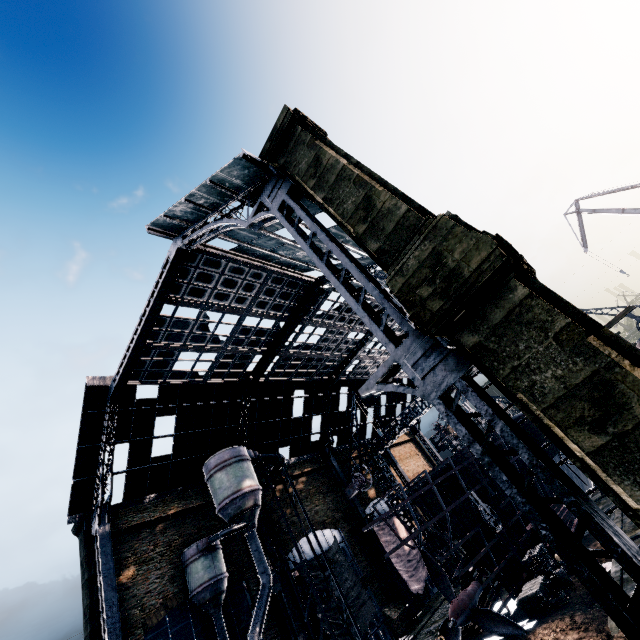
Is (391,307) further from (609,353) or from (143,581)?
(143,581)

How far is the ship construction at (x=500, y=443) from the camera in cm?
2889

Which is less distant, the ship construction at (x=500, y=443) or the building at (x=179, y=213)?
the building at (x=179, y=213)

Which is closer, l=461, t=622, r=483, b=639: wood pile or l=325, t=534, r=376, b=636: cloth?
l=461, t=622, r=483, b=639: wood pile

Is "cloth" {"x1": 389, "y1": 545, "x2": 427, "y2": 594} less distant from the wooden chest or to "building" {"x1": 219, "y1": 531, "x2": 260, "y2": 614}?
"building" {"x1": 219, "y1": 531, "x2": 260, "y2": 614}

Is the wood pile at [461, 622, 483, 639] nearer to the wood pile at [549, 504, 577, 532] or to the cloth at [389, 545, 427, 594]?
the wood pile at [549, 504, 577, 532]

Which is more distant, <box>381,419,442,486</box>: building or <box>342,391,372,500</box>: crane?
<box>381,419,442,486</box>: building

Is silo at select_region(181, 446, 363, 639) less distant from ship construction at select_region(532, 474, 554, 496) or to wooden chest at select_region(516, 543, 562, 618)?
ship construction at select_region(532, 474, 554, 496)
